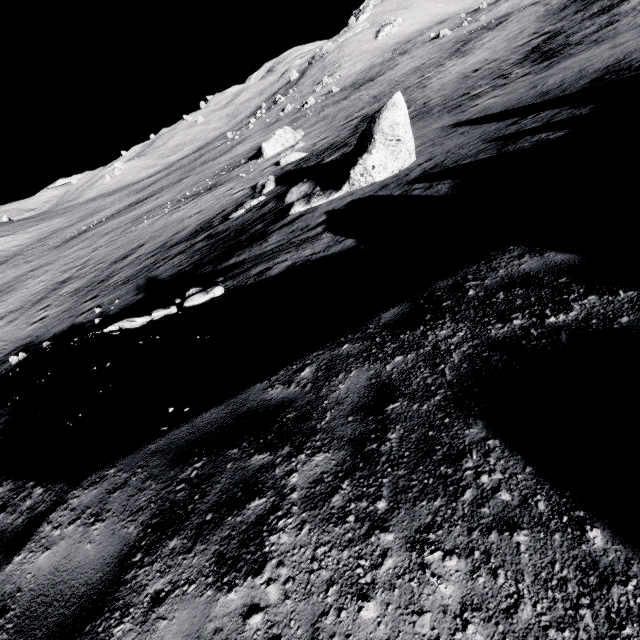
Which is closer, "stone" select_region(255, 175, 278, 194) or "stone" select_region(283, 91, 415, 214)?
"stone" select_region(283, 91, 415, 214)

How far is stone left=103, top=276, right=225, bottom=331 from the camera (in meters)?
7.55

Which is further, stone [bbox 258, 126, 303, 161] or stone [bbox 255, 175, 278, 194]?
stone [bbox 258, 126, 303, 161]

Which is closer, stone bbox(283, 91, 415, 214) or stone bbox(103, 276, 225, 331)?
stone bbox(103, 276, 225, 331)

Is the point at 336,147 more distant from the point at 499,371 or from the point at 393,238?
the point at 499,371

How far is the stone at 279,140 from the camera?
39.97m

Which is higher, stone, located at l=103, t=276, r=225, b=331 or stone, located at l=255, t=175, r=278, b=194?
stone, located at l=103, t=276, r=225, b=331

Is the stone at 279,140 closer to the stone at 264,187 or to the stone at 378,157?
the stone at 264,187
